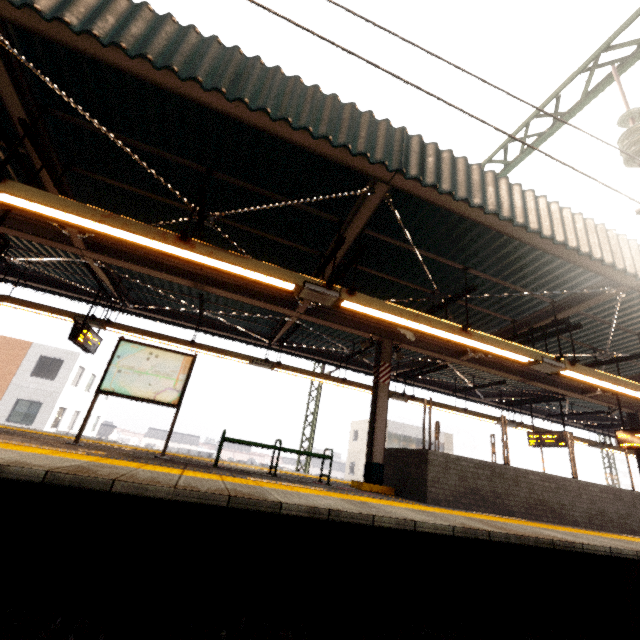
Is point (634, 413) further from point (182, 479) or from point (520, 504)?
point (182, 479)

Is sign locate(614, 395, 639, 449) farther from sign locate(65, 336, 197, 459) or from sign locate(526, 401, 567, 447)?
sign locate(65, 336, 197, 459)

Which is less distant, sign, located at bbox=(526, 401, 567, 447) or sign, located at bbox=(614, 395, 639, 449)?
sign, located at bbox=(614, 395, 639, 449)

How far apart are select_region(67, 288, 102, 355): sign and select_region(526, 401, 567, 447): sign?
14.82m

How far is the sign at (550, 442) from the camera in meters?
10.9 m

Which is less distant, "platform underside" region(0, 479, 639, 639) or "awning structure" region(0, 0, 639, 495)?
"platform underside" region(0, 479, 639, 639)

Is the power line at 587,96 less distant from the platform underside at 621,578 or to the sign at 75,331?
the platform underside at 621,578

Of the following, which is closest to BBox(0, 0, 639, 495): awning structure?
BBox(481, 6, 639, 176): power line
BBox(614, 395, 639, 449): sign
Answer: BBox(614, 395, 639, 449): sign
